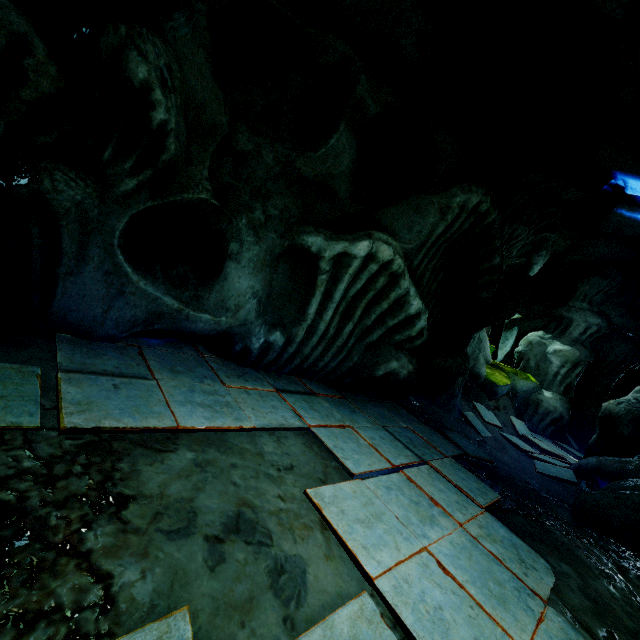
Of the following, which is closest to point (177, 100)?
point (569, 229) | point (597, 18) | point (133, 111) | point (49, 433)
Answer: point (133, 111)
